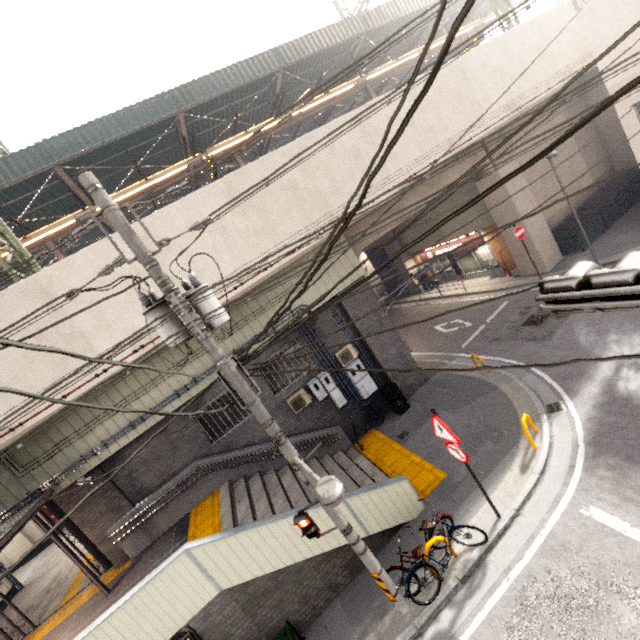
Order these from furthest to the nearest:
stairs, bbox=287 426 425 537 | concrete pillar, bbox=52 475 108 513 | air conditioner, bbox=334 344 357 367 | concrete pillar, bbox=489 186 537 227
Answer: concrete pillar, bbox=489 186 537 227, air conditioner, bbox=334 344 357 367, concrete pillar, bbox=52 475 108 513, stairs, bbox=287 426 425 537

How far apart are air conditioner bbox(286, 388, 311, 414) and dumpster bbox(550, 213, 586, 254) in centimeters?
1440cm

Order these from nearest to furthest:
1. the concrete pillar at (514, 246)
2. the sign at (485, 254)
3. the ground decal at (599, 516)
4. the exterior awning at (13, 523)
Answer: the ground decal at (599, 516), the exterior awning at (13, 523), the concrete pillar at (514, 246), the sign at (485, 254)

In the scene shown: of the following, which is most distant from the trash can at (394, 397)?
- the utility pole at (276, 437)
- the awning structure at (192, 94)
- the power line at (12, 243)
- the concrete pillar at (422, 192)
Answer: the awning structure at (192, 94)

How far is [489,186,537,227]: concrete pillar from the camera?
15.12m

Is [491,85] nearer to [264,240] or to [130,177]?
[264,240]

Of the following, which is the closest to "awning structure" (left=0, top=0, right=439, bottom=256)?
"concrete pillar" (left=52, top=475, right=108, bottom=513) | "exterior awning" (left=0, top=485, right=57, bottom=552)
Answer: "concrete pillar" (left=52, top=475, right=108, bottom=513)

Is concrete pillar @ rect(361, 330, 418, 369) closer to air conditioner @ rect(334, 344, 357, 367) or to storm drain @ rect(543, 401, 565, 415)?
air conditioner @ rect(334, 344, 357, 367)
